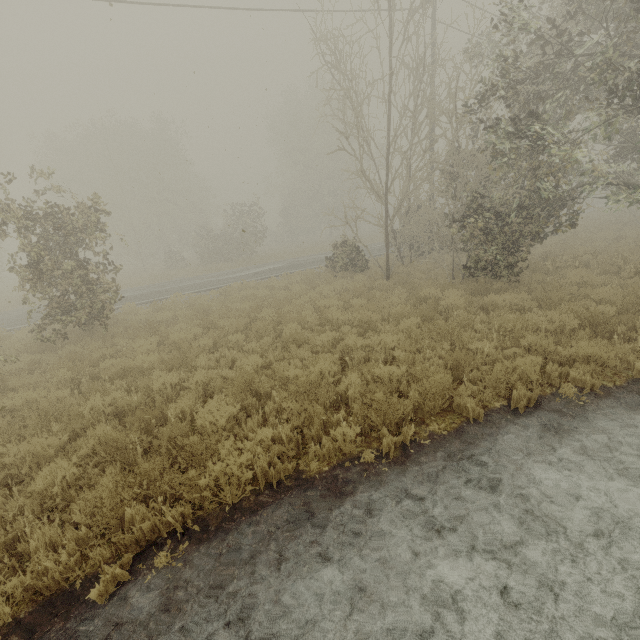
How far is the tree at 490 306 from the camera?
8.91m

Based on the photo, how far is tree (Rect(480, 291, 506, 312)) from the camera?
8.9 meters

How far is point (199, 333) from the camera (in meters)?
10.05

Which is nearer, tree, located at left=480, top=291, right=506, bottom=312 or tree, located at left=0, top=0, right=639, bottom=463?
tree, located at left=0, top=0, right=639, bottom=463

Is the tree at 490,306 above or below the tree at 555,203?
below

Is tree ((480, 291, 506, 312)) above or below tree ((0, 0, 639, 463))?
below
